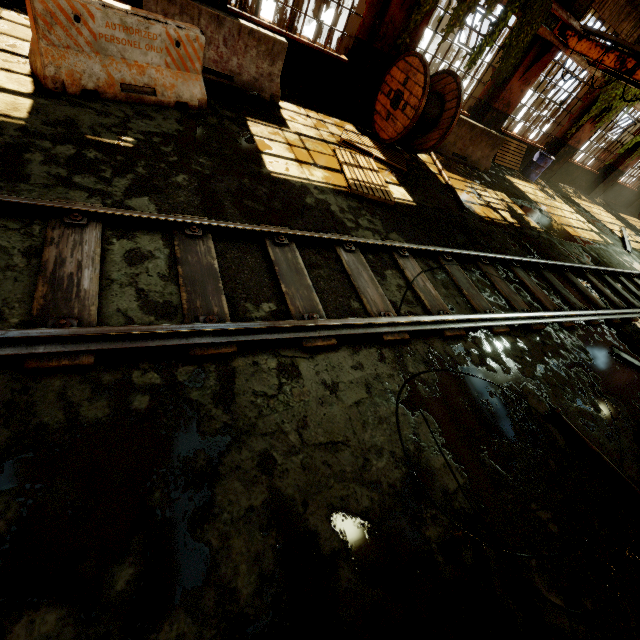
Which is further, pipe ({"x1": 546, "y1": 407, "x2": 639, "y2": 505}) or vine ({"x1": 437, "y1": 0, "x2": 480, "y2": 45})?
vine ({"x1": 437, "y1": 0, "x2": 480, "y2": 45})

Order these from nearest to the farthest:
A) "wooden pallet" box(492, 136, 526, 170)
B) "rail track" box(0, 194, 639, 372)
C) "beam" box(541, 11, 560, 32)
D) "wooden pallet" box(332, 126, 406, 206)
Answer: "rail track" box(0, 194, 639, 372) < "wooden pallet" box(332, 126, 406, 206) < "beam" box(541, 11, 560, 32) < "wooden pallet" box(492, 136, 526, 170)

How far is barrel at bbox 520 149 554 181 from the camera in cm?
1251

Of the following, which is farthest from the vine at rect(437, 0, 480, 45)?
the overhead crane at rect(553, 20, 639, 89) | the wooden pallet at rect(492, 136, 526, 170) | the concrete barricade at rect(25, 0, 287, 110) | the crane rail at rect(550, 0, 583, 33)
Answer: the concrete barricade at rect(25, 0, 287, 110)

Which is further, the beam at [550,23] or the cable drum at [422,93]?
the beam at [550,23]

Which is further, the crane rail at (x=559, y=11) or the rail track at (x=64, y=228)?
the crane rail at (x=559, y=11)

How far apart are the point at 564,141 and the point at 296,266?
15.4m

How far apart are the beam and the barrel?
4.3 meters
